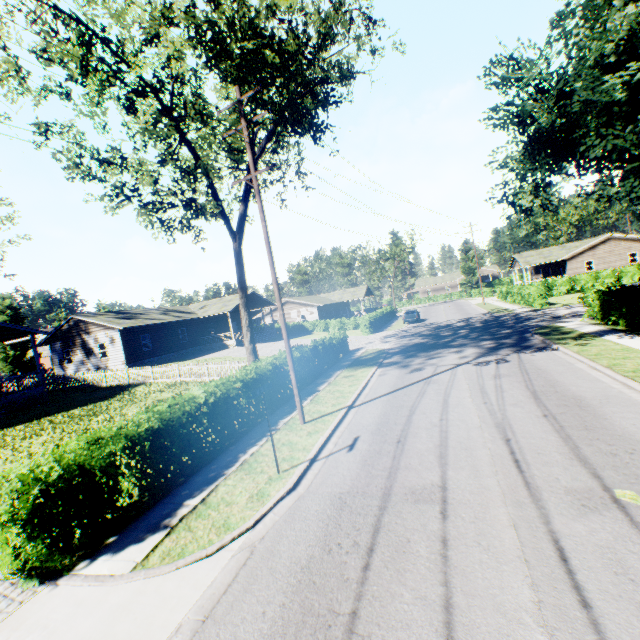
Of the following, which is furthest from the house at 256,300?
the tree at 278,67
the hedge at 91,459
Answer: the hedge at 91,459

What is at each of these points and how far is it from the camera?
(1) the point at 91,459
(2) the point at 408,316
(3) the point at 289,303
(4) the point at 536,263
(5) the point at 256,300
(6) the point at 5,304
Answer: (1) hedge, 6.82m
(2) car, 39.22m
(3) house, 52.06m
(4) house, 47.97m
(5) house, 43.12m
(6) tree, 49.03m

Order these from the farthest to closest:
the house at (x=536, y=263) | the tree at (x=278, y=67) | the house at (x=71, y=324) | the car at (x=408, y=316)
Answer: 1. the house at (x=536, y=263)
2. the car at (x=408, y=316)
3. the house at (x=71, y=324)
4. the tree at (x=278, y=67)

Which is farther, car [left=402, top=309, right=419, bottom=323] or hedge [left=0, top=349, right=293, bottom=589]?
car [left=402, top=309, right=419, bottom=323]

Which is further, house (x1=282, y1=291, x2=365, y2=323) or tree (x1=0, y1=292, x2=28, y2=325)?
house (x1=282, y1=291, x2=365, y2=323)

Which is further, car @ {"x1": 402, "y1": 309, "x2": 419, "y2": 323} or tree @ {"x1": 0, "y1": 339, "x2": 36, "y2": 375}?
tree @ {"x1": 0, "y1": 339, "x2": 36, "y2": 375}

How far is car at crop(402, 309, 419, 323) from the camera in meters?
39.0 m

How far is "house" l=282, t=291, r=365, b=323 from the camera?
50.9 meters
